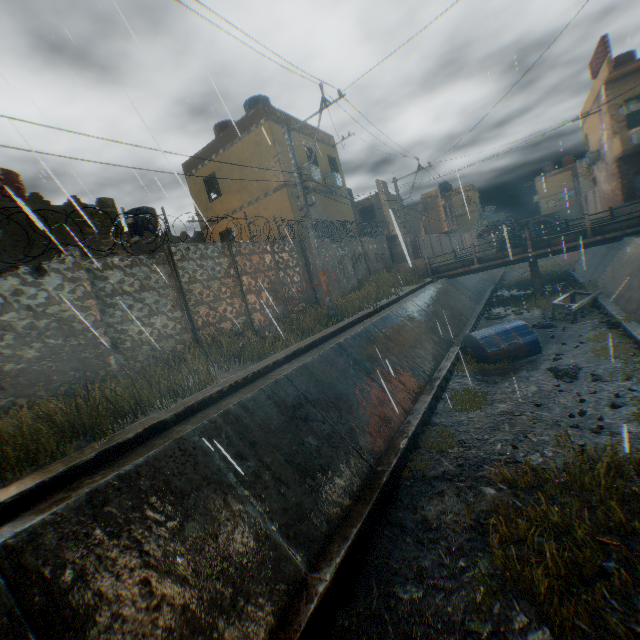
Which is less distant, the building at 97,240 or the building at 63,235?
the building at 63,235

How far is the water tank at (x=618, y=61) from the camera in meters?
21.6 m

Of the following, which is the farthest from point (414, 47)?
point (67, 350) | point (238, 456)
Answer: point (67, 350)

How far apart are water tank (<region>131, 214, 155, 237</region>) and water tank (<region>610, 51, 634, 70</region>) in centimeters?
3208cm

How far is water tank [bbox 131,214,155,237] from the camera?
18.66m

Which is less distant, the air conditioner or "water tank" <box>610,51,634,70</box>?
"water tank" <box>610,51,634,70</box>

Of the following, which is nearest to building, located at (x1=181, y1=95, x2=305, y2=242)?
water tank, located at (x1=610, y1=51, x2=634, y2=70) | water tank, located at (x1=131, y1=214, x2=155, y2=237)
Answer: water tank, located at (x1=610, y1=51, x2=634, y2=70)

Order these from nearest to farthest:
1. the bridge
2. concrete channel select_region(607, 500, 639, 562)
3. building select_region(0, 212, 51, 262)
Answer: concrete channel select_region(607, 500, 639, 562) < building select_region(0, 212, 51, 262) < the bridge
